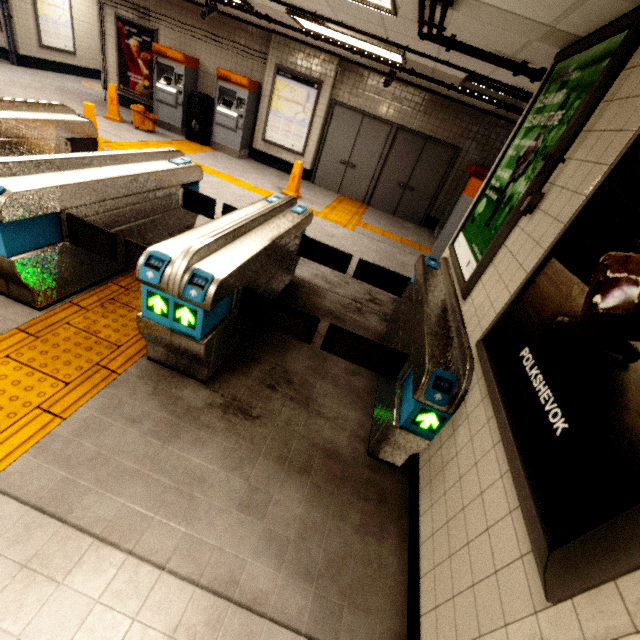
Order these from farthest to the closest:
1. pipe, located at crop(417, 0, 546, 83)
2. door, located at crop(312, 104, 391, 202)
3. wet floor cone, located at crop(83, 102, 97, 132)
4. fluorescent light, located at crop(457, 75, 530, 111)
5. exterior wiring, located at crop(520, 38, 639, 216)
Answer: door, located at crop(312, 104, 391, 202) < wet floor cone, located at crop(83, 102, 97, 132) < fluorescent light, located at crop(457, 75, 530, 111) < pipe, located at crop(417, 0, 546, 83) < exterior wiring, located at crop(520, 38, 639, 216)

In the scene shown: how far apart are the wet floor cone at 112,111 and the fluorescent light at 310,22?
5.17m

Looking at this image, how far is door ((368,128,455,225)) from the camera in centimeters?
829cm

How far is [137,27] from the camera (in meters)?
8.60

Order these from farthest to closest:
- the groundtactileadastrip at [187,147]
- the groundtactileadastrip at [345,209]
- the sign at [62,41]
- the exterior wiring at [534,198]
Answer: the sign at [62,41]
the groundtactileadastrip at [345,209]
the groundtactileadastrip at [187,147]
the exterior wiring at [534,198]

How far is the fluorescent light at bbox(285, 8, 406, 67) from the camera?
4.9m

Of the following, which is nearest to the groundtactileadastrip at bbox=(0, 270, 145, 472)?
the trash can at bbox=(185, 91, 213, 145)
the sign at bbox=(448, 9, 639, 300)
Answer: the trash can at bbox=(185, 91, 213, 145)

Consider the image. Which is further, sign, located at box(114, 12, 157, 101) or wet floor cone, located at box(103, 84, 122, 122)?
sign, located at box(114, 12, 157, 101)
